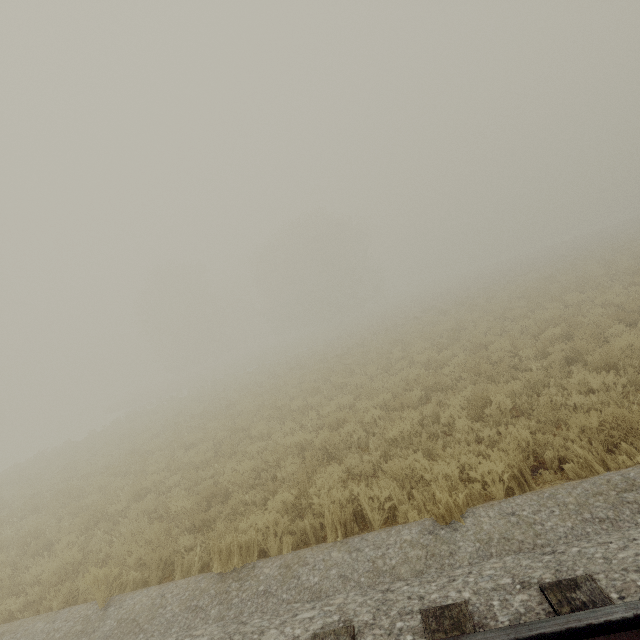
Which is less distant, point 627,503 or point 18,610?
point 627,503
